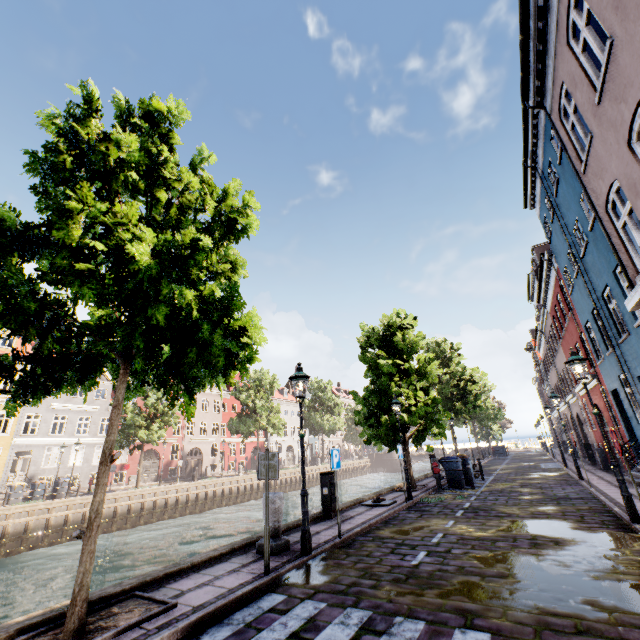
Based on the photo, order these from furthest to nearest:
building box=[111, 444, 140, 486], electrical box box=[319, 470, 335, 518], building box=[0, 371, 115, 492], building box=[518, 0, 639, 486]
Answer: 1. building box=[111, 444, 140, 486]
2. building box=[0, 371, 115, 492]
3. electrical box box=[319, 470, 335, 518]
4. building box=[518, 0, 639, 486]

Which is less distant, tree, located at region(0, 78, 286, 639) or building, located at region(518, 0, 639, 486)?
tree, located at region(0, 78, 286, 639)

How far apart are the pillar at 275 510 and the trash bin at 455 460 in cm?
1101

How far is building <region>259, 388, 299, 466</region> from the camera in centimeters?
5200cm

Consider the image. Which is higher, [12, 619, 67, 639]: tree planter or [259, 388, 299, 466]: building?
[259, 388, 299, 466]: building

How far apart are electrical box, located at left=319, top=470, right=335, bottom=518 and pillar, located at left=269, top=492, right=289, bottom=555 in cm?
304

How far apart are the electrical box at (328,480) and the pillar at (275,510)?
3.0m

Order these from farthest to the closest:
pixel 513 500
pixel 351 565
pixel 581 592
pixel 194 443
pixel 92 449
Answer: pixel 194 443 < pixel 92 449 < pixel 513 500 < pixel 351 565 < pixel 581 592
